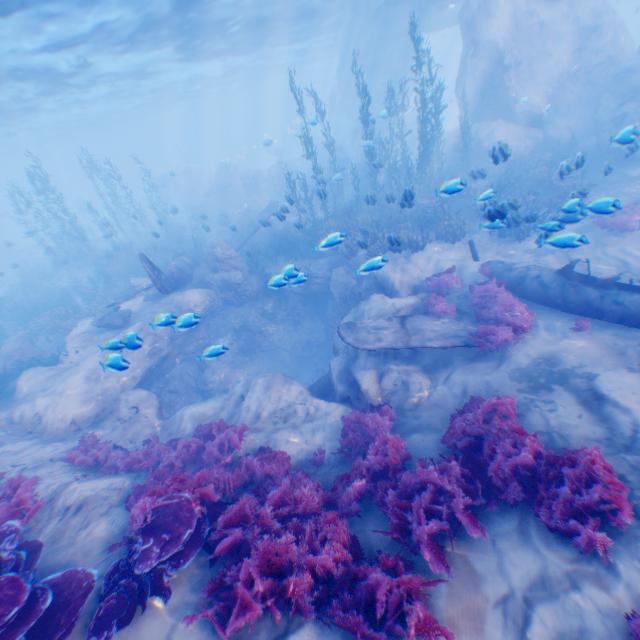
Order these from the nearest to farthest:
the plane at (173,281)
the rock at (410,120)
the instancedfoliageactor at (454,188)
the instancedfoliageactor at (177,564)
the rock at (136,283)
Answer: the instancedfoliageactor at (177,564) → the instancedfoliageactor at (454,188) → the plane at (173,281) → the rock at (136,283) → the rock at (410,120)

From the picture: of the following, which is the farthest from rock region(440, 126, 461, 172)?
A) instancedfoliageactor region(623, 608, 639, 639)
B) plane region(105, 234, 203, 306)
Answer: instancedfoliageactor region(623, 608, 639, 639)

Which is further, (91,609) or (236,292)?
(236,292)

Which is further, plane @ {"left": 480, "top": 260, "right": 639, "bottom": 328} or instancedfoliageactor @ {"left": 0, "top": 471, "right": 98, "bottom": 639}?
plane @ {"left": 480, "top": 260, "right": 639, "bottom": 328}

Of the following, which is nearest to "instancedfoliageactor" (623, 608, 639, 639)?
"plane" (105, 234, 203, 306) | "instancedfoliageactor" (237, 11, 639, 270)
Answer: "instancedfoliageactor" (237, 11, 639, 270)

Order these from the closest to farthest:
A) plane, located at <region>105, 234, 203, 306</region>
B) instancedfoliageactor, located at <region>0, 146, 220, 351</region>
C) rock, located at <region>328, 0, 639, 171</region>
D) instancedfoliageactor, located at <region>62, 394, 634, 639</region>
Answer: instancedfoliageactor, located at <region>62, 394, 634, 639</region> < plane, located at <region>105, 234, 203, 306</region> < rock, located at <region>328, 0, 639, 171</region> < instancedfoliageactor, located at <region>0, 146, 220, 351</region>

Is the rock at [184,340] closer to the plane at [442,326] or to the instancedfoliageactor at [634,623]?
the plane at [442,326]

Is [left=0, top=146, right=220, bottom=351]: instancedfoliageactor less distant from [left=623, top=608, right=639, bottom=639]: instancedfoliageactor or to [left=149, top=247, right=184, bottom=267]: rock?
[left=149, top=247, right=184, bottom=267]: rock
